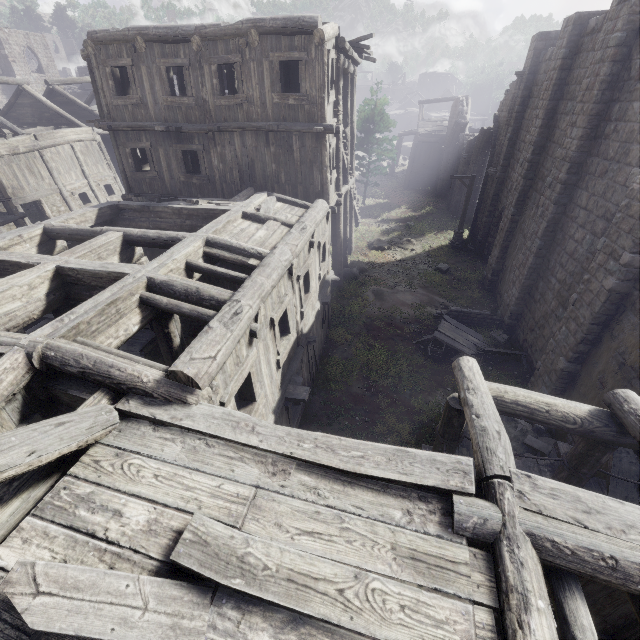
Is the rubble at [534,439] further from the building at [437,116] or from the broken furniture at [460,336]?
the broken furniture at [460,336]

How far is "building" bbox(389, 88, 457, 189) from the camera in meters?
33.1 m

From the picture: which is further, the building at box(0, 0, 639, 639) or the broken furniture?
the broken furniture

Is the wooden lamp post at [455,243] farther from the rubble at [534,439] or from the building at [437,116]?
the rubble at [534,439]

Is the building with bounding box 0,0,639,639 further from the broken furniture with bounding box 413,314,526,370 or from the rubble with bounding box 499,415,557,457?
the broken furniture with bounding box 413,314,526,370

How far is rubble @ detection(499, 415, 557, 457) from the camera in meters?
9.3

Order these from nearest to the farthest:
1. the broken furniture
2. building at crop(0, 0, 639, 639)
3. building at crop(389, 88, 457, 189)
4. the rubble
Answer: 1. building at crop(0, 0, 639, 639)
2. the rubble
3. the broken furniture
4. building at crop(389, 88, 457, 189)

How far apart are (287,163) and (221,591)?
13.0 meters
